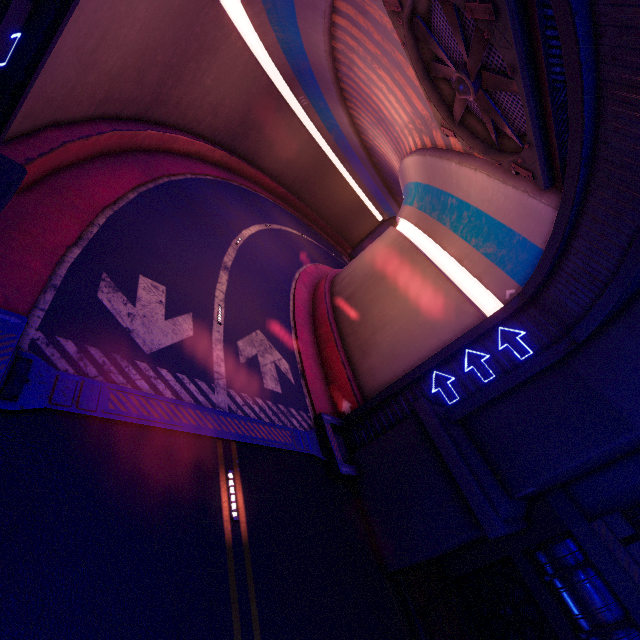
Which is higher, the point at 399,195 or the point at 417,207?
the point at 399,195

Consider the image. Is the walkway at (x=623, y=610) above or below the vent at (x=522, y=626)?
above

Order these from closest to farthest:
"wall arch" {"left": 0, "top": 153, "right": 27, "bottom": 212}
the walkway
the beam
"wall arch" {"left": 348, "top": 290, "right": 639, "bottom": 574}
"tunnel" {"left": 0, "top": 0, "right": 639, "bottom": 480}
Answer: "wall arch" {"left": 0, "top": 153, "right": 27, "bottom": 212} → "tunnel" {"left": 0, "top": 0, "right": 639, "bottom": 480} → "wall arch" {"left": 348, "top": 290, "right": 639, "bottom": 574} → the walkway → the beam

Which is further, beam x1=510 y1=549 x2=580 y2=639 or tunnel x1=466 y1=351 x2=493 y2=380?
tunnel x1=466 y1=351 x2=493 y2=380

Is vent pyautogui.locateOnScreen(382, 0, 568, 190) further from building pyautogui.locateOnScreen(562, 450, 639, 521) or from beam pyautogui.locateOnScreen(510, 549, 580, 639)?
beam pyautogui.locateOnScreen(510, 549, 580, 639)

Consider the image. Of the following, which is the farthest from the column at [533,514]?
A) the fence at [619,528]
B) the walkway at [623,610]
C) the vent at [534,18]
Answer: the vent at [534,18]

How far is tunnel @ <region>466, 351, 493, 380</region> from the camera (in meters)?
11.34

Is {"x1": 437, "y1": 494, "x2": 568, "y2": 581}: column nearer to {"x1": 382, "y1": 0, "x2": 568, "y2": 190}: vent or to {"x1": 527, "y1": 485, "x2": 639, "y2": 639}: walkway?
{"x1": 527, "y1": 485, "x2": 639, "y2": 639}: walkway
